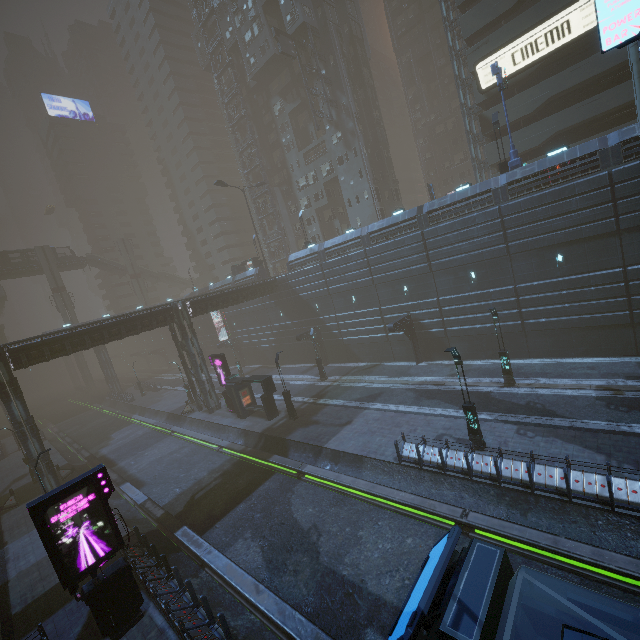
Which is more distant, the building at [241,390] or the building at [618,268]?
the building at [241,390]

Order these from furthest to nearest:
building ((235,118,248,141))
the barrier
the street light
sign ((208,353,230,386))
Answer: building ((235,118,248,141)) < sign ((208,353,230,386)) < the barrier < the street light

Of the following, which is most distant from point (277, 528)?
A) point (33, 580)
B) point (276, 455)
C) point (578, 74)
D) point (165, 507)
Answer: point (578, 74)

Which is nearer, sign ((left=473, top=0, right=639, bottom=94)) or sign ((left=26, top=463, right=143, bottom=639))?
sign ((left=473, top=0, right=639, bottom=94))

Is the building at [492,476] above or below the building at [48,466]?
below

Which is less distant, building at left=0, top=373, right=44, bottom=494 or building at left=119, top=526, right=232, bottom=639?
building at left=119, top=526, right=232, bottom=639

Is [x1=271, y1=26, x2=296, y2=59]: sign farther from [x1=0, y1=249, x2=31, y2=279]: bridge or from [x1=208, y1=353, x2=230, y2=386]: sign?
[x1=0, y1=249, x2=31, y2=279]: bridge

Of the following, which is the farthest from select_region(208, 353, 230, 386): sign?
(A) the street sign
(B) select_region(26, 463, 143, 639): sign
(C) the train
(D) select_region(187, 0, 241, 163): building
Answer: (A) the street sign
